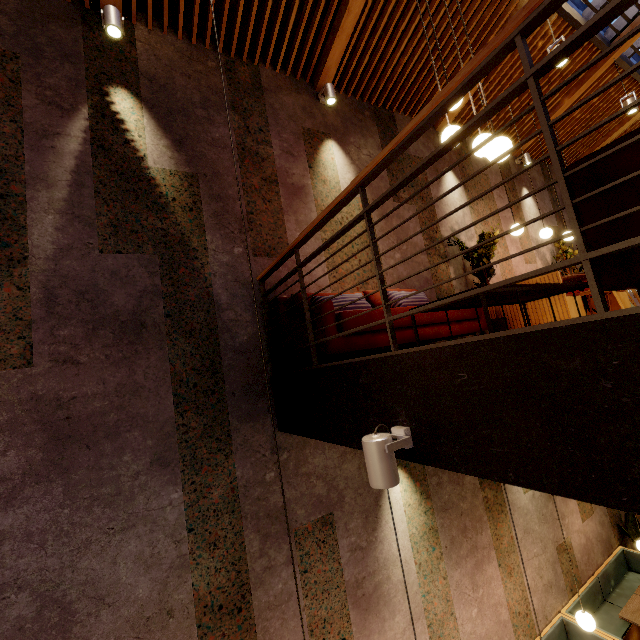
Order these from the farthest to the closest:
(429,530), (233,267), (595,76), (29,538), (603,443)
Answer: (595,76) → (429,530) → (233,267) → (29,538) → (603,443)

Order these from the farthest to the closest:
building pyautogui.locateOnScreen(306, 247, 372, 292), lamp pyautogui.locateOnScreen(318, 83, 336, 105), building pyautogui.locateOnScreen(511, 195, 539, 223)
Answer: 1. building pyautogui.locateOnScreen(511, 195, 539, 223)
2. lamp pyautogui.locateOnScreen(318, 83, 336, 105)
3. building pyautogui.locateOnScreen(306, 247, 372, 292)

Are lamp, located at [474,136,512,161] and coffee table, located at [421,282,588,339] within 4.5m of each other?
yes

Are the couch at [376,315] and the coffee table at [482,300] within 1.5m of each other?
yes

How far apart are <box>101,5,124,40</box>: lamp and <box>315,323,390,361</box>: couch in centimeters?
324cm

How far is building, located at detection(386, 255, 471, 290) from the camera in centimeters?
495cm

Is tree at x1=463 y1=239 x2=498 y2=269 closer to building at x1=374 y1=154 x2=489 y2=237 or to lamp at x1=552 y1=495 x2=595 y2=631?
building at x1=374 y1=154 x2=489 y2=237

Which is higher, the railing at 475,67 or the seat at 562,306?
the railing at 475,67
